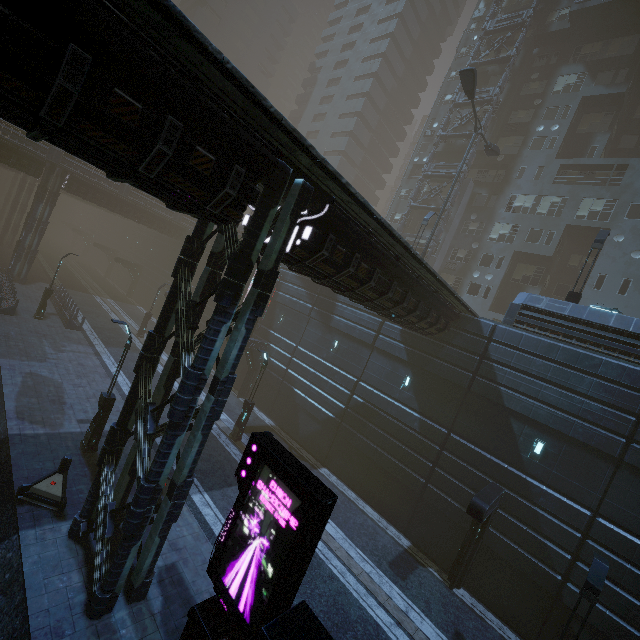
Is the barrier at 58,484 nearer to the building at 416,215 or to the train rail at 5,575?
the train rail at 5,575

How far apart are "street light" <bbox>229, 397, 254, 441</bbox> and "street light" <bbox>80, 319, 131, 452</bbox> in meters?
6.7

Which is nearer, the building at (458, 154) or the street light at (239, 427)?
the street light at (239, 427)

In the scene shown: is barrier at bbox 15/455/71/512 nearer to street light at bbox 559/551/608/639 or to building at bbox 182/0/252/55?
street light at bbox 559/551/608/639

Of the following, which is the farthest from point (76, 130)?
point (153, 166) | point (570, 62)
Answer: point (570, 62)

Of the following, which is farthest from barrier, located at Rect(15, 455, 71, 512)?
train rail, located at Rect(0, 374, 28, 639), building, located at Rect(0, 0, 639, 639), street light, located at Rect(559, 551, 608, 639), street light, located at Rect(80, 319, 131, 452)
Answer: street light, located at Rect(559, 551, 608, 639)

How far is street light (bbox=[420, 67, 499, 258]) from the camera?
19.58m

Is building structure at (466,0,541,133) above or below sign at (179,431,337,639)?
above
